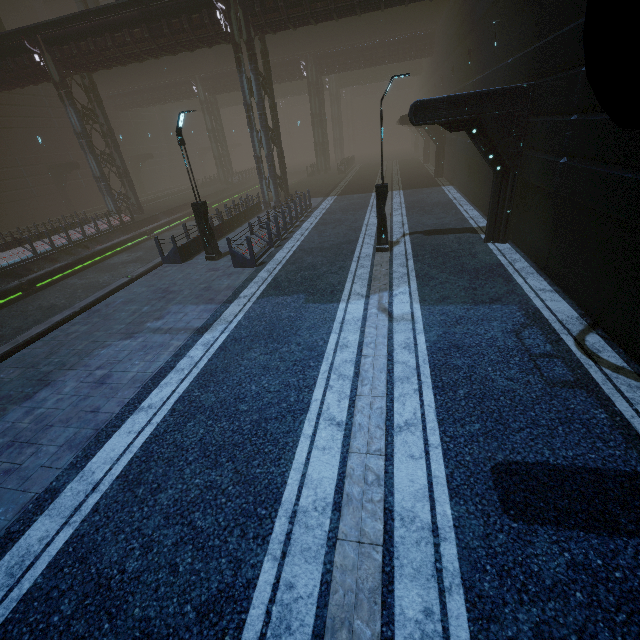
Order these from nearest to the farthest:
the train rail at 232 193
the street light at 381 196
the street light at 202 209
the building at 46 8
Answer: the street light at 381 196 → the street light at 202 209 → the train rail at 232 193 → the building at 46 8

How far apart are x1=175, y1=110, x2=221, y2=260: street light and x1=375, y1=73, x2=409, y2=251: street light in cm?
666

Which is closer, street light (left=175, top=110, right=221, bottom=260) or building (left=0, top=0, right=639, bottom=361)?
building (left=0, top=0, right=639, bottom=361)

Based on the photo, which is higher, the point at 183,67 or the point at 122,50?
the point at 183,67

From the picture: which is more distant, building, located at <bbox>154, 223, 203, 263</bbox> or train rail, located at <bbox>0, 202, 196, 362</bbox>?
building, located at <bbox>154, 223, 203, 263</bbox>

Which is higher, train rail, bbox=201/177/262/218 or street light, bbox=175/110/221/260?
street light, bbox=175/110/221/260

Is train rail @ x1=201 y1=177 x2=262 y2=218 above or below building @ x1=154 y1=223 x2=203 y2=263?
below

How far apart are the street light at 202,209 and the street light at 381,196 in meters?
6.7
